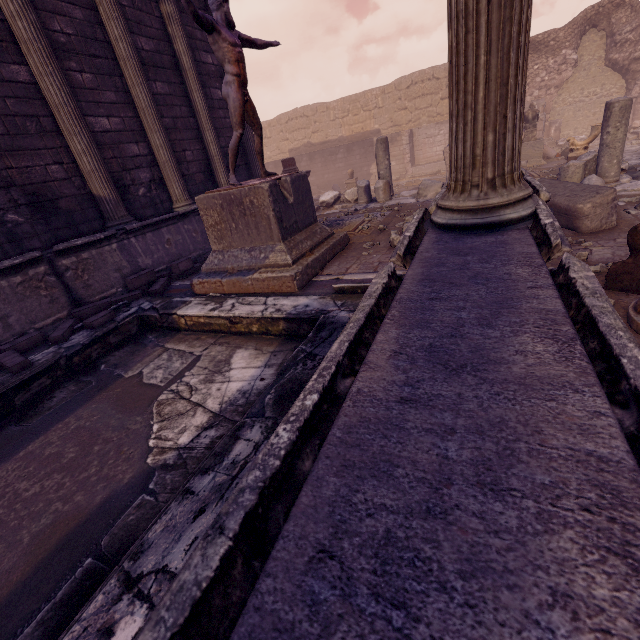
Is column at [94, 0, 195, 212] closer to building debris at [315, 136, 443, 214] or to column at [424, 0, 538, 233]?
building debris at [315, 136, 443, 214]

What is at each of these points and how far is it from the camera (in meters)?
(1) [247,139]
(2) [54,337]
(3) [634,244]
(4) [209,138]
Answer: (1) column, 9.80
(2) stone blocks, 4.43
(3) sculpture, 3.39
(4) column, 8.40

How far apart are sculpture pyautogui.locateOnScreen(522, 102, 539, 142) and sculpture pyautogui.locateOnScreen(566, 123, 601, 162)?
1.89m

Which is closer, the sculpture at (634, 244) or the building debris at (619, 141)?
the sculpture at (634, 244)

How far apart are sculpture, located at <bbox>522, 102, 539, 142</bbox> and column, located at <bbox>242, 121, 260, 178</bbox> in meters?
10.2 m

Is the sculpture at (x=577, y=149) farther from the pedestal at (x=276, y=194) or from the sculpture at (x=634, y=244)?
the pedestal at (x=276, y=194)

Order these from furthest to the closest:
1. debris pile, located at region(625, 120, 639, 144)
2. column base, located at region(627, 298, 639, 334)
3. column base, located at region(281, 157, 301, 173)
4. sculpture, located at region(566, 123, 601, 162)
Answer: debris pile, located at region(625, 120, 639, 144) → column base, located at region(281, 157, 301, 173) → sculpture, located at region(566, 123, 601, 162) → column base, located at region(627, 298, 639, 334)

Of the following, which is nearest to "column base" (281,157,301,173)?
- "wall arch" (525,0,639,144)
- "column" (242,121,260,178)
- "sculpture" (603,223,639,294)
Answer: "column" (242,121,260,178)
